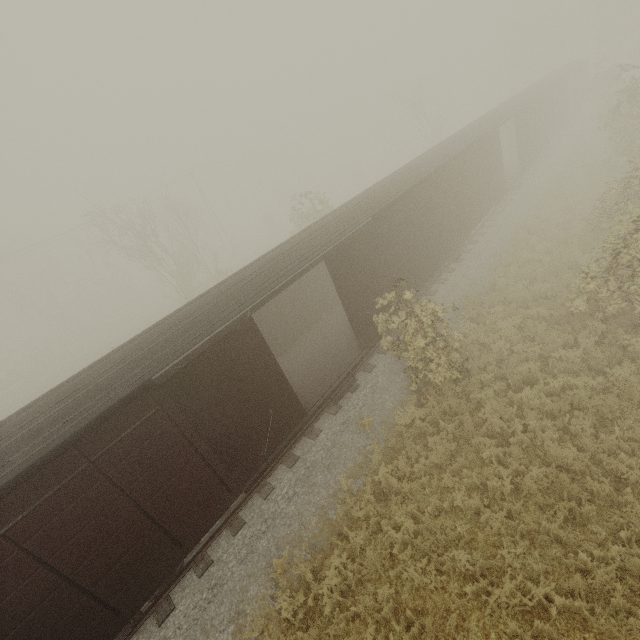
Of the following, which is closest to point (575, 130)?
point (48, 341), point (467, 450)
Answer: point (467, 450)
